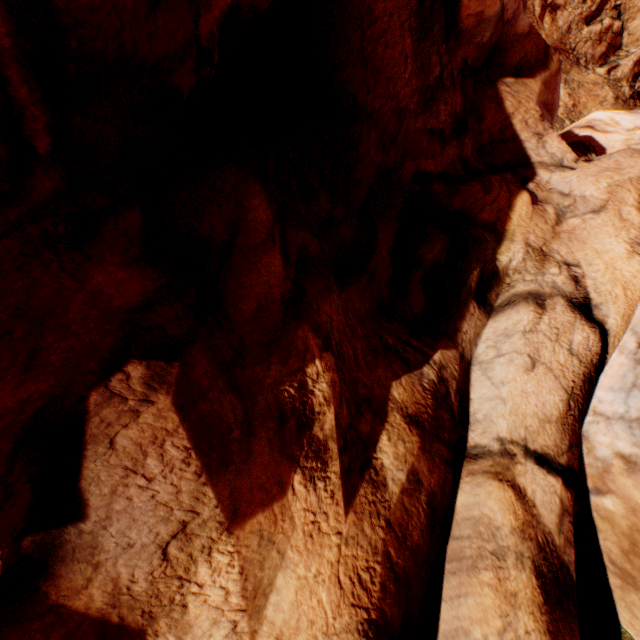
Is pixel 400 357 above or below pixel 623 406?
above
